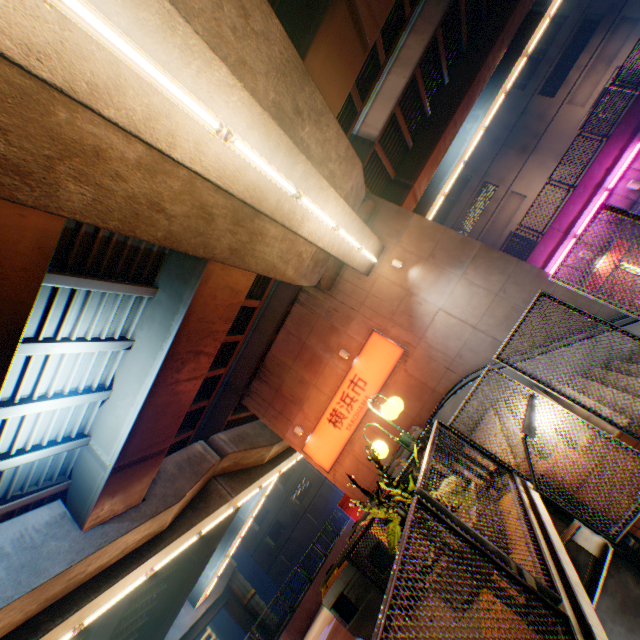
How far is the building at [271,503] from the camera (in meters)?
41.28

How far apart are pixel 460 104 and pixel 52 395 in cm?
2100

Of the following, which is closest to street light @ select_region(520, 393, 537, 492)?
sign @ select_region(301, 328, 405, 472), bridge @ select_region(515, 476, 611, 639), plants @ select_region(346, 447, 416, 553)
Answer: bridge @ select_region(515, 476, 611, 639)

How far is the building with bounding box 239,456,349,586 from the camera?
41.3 meters

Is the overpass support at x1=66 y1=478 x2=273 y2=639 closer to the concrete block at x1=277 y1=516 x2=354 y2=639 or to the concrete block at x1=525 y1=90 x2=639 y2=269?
the concrete block at x1=277 y1=516 x2=354 y2=639

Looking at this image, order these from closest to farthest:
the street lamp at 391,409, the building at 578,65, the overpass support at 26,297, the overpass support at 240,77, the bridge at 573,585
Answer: the bridge at 573,585 < the overpass support at 26,297 < the overpass support at 240,77 < the street lamp at 391,409 < the building at 578,65

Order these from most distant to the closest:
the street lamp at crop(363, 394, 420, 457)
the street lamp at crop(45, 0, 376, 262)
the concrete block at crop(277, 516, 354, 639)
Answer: the concrete block at crop(277, 516, 354, 639), the street lamp at crop(363, 394, 420, 457), the street lamp at crop(45, 0, 376, 262)

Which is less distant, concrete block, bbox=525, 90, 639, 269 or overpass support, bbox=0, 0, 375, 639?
overpass support, bbox=0, 0, 375, 639
